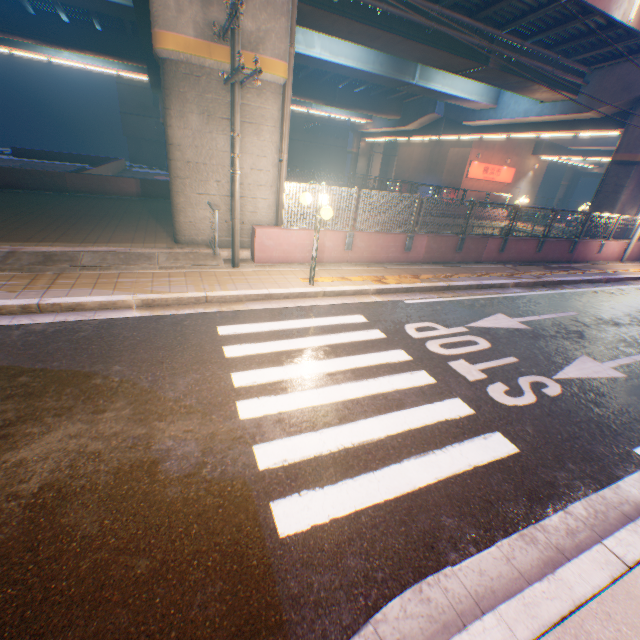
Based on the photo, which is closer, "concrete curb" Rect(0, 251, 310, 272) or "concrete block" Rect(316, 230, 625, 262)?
"concrete curb" Rect(0, 251, 310, 272)

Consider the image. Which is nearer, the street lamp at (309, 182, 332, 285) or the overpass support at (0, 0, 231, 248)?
the street lamp at (309, 182, 332, 285)

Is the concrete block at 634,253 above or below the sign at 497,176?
below

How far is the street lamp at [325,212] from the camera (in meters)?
6.96

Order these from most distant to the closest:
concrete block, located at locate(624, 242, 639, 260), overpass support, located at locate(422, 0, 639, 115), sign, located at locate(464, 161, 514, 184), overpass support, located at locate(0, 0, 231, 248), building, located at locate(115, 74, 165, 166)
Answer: building, located at locate(115, 74, 165, 166)
sign, located at locate(464, 161, 514, 184)
concrete block, located at locate(624, 242, 639, 260)
overpass support, located at locate(422, 0, 639, 115)
overpass support, located at locate(0, 0, 231, 248)

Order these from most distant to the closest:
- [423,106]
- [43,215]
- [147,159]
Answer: [147,159]
[423,106]
[43,215]

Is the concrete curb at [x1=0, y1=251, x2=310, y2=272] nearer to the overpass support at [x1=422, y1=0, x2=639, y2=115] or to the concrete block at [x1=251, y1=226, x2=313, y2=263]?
the concrete block at [x1=251, y1=226, x2=313, y2=263]

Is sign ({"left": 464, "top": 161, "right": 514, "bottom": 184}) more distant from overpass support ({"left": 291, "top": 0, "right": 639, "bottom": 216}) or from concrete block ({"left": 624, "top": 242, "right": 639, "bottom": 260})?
concrete block ({"left": 624, "top": 242, "right": 639, "bottom": 260})
